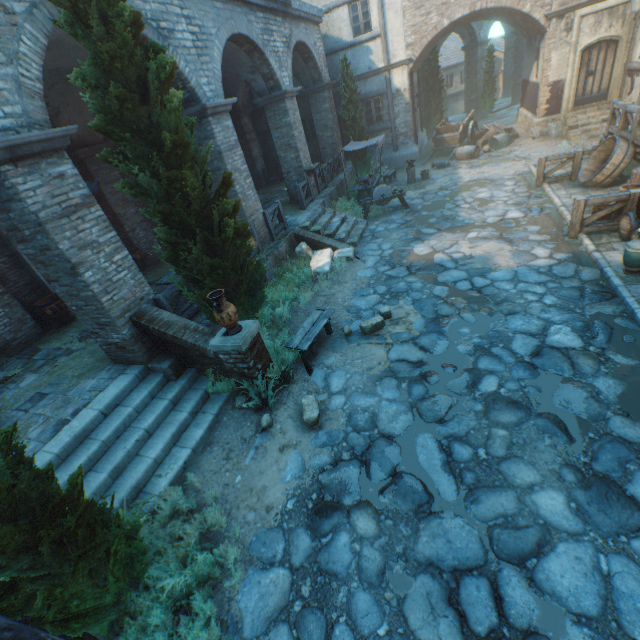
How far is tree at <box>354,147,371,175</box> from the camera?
16.7m

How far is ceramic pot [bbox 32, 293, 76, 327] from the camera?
8.7 meters

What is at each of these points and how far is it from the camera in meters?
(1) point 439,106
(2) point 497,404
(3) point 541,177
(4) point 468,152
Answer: (1) tree, 22.6
(2) ground stones, 4.8
(3) fence, 11.1
(4) barrel, 16.4

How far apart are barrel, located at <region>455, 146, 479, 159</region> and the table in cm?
1429

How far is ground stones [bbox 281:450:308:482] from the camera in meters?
4.7

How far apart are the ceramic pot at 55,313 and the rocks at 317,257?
6.68m

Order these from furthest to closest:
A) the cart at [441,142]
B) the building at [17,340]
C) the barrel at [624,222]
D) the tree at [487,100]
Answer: the tree at [487,100]
the cart at [441,142]
the building at [17,340]
the barrel at [624,222]

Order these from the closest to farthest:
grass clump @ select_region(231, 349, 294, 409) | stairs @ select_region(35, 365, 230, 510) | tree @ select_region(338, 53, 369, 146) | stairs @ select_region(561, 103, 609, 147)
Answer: stairs @ select_region(35, 365, 230, 510) < grass clump @ select_region(231, 349, 294, 409) < stairs @ select_region(561, 103, 609, 147) < tree @ select_region(338, 53, 369, 146)
